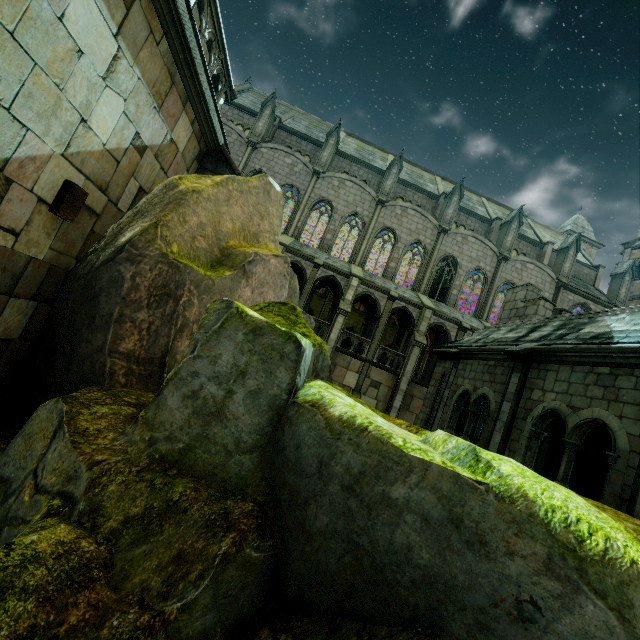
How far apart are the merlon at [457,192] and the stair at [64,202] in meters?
27.8

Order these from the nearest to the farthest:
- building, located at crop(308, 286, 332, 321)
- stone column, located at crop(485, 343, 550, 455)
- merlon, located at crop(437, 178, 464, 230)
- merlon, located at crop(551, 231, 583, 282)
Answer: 1. stone column, located at crop(485, 343, 550, 455)
2. building, located at crop(308, 286, 332, 321)
3. merlon, located at crop(437, 178, 464, 230)
4. merlon, located at crop(551, 231, 583, 282)

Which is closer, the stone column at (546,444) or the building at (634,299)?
the stone column at (546,444)

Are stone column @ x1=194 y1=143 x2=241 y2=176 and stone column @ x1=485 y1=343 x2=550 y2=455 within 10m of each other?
yes

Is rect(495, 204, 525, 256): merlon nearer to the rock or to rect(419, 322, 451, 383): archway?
rect(419, 322, 451, 383): archway

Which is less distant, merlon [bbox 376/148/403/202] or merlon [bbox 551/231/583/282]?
merlon [bbox 376/148/403/202]

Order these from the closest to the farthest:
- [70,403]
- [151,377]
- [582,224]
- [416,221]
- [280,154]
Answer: [70,403] < [151,377] < [280,154] < [416,221] < [582,224]

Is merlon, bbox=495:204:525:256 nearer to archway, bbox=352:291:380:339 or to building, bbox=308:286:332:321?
building, bbox=308:286:332:321
